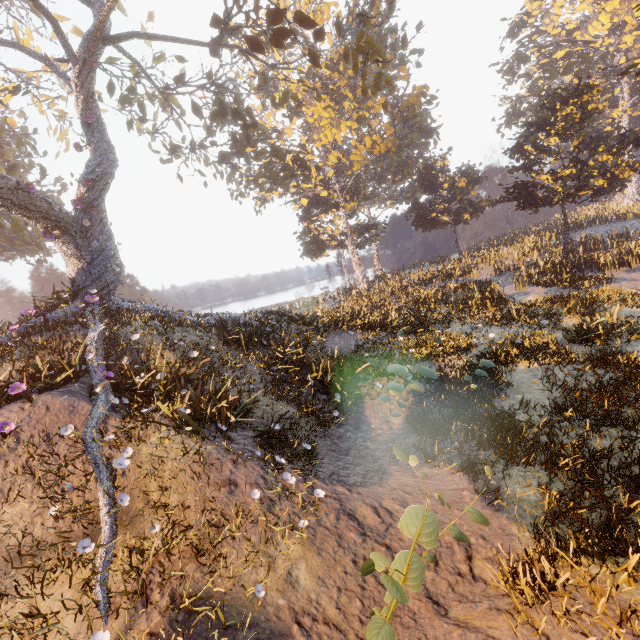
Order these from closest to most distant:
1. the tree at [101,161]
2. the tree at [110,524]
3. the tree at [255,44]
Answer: the tree at [110,524]
the tree at [101,161]
the tree at [255,44]

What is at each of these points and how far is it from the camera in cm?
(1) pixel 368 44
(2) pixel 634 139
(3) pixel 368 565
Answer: (1) tree, 1258
(2) instancedfoliageactor, 2064
(3) instancedfoliageactor, 326

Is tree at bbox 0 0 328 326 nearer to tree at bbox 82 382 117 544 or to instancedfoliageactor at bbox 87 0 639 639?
tree at bbox 82 382 117 544

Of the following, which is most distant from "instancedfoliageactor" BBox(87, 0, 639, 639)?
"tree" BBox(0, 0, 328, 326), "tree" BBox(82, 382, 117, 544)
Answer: "tree" BBox(82, 382, 117, 544)

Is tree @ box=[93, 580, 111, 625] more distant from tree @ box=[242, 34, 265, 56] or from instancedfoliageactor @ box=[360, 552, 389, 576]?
instancedfoliageactor @ box=[360, 552, 389, 576]

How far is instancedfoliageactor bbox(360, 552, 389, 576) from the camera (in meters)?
3.23

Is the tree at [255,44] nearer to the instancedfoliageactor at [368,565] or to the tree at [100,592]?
the tree at [100,592]

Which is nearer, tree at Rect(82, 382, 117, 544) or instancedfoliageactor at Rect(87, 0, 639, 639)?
tree at Rect(82, 382, 117, 544)
